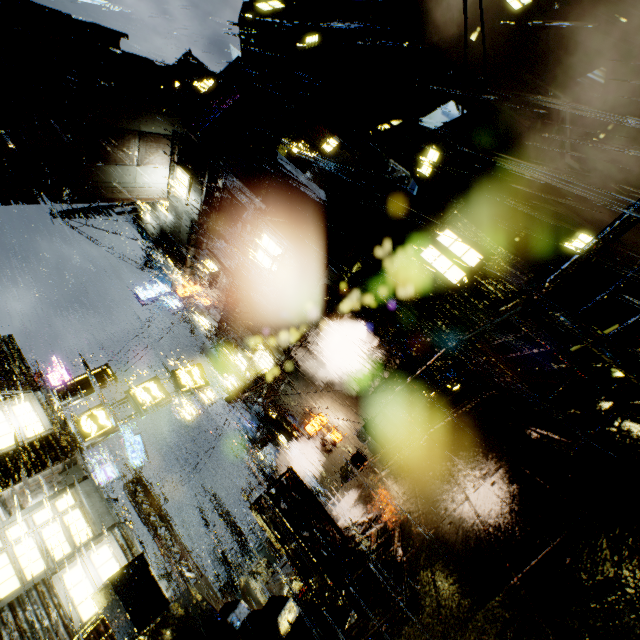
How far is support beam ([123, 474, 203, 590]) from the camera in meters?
18.2

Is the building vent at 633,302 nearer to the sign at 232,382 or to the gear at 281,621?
the gear at 281,621

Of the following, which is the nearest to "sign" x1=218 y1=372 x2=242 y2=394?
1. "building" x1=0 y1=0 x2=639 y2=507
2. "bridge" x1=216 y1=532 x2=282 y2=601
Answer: "building" x1=0 y1=0 x2=639 y2=507

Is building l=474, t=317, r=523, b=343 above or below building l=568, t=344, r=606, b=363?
above

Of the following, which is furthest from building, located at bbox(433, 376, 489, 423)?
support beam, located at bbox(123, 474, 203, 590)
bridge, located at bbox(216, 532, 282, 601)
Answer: support beam, located at bbox(123, 474, 203, 590)

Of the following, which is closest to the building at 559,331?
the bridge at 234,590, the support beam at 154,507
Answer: the bridge at 234,590

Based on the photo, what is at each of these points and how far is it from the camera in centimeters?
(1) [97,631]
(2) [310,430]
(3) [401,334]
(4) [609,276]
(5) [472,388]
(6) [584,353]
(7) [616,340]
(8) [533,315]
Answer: (1) building, 913cm
(2) sign, 1936cm
(3) building, 1528cm
(4) building, 1543cm
(5) building, 1402cm
(6) building, 1448cm
(7) building, 1317cm
(8) building, 1335cm

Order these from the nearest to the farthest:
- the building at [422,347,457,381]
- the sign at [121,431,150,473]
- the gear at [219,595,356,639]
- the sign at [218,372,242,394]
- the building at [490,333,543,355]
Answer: the gear at [219,595,356,639] < the building at [490,333,543,355] < the building at [422,347,457,381] < the sign at [121,431,150,473] < the sign at [218,372,242,394]
